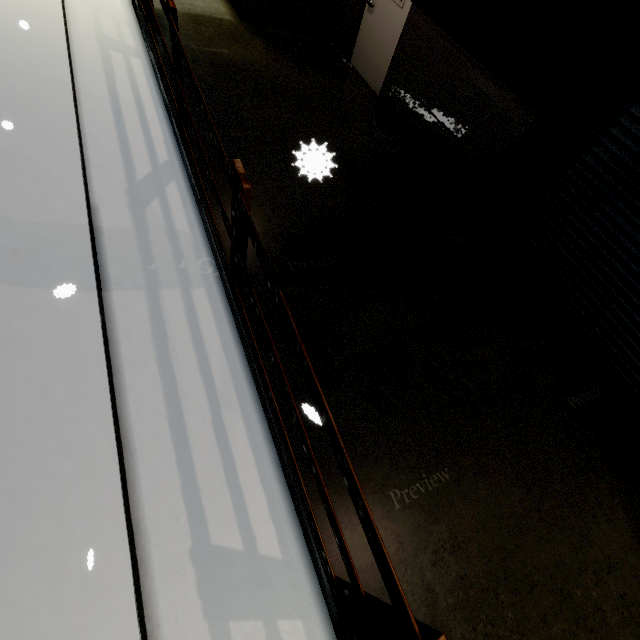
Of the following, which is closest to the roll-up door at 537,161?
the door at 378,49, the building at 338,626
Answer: the building at 338,626

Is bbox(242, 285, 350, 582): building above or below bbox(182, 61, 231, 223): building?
below

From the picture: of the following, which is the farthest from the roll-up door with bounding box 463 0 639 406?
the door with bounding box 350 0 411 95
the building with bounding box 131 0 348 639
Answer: the door with bounding box 350 0 411 95

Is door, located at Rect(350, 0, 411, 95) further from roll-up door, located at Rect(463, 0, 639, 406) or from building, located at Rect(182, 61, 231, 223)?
roll-up door, located at Rect(463, 0, 639, 406)

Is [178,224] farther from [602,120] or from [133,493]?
[602,120]

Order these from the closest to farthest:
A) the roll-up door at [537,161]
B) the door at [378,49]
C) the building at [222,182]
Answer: the roll-up door at [537,161], the building at [222,182], the door at [378,49]

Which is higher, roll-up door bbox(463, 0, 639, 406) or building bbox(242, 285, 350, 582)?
roll-up door bbox(463, 0, 639, 406)
